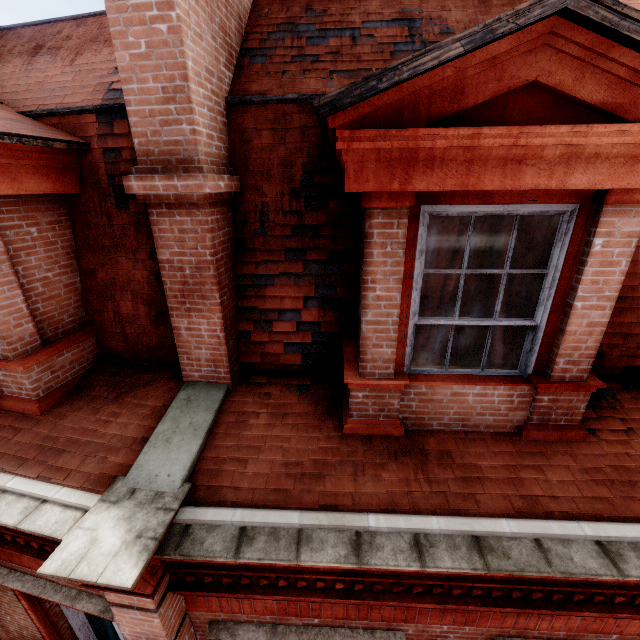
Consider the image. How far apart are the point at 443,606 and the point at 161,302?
3.8 meters

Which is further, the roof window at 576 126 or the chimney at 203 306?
the chimney at 203 306

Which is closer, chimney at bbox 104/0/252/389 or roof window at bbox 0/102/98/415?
chimney at bbox 104/0/252/389

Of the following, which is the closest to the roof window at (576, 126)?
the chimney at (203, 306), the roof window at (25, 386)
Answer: the chimney at (203, 306)

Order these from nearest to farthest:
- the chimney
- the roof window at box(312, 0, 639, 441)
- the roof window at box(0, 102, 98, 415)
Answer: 1. the roof window at box(312, 0, 639, 441)
2. the chimney
3. the roof window at box(0, 102, 98, 415)

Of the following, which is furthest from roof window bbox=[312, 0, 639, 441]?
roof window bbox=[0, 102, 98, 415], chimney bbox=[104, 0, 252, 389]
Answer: roof window bbox=[0, 102, 98, 415]

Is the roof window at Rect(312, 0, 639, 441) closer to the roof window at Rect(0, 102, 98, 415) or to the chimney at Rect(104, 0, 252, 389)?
the chimney at Rect(104, 0, 252, 389)
